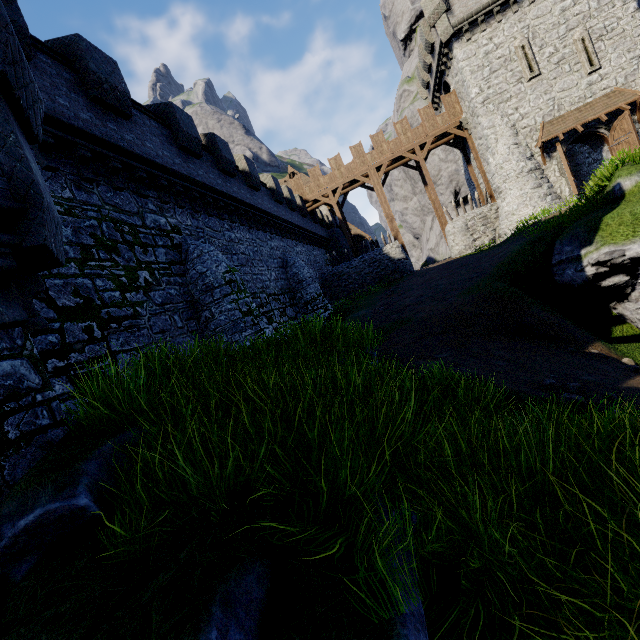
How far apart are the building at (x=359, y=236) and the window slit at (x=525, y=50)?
19.19m

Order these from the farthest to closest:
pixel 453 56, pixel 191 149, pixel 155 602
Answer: pixel 453 56
pixel 191 149
pixel 155 602

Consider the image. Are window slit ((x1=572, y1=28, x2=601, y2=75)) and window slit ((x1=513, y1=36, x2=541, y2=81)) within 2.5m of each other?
yes

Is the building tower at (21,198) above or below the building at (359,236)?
below

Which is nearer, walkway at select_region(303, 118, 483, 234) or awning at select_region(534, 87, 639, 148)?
awning at select_region(534, 87, 639, 148)

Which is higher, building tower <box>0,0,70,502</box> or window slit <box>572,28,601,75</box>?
window slit <box>572,28,601,75</box>

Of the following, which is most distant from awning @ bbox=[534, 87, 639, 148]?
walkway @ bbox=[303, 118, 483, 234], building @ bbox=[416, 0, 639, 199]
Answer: walkway @ bbox=[303, 118, 483, 234]

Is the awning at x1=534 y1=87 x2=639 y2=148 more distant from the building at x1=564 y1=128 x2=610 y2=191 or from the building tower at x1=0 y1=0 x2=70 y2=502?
the building tower at x1=0 y1=0 x2=70 y2=502
